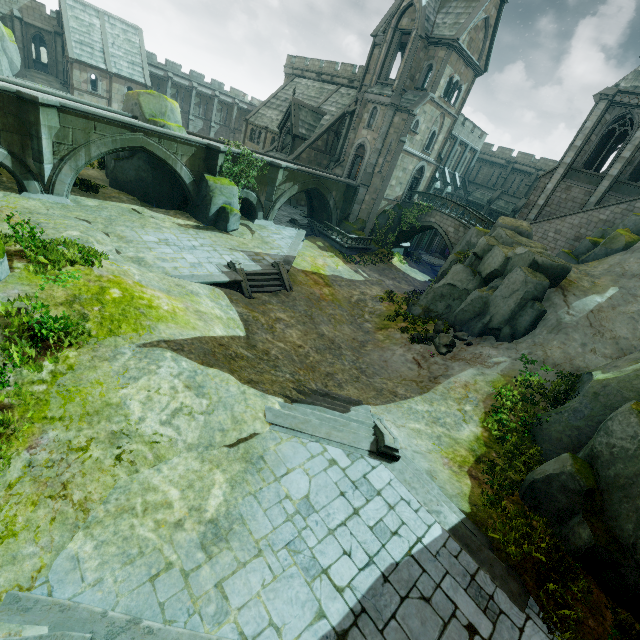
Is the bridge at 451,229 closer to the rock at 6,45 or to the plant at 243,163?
the plant at 243,163

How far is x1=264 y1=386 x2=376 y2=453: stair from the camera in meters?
9.6

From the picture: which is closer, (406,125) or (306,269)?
(306,269)

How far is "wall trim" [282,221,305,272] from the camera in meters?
21.1 m

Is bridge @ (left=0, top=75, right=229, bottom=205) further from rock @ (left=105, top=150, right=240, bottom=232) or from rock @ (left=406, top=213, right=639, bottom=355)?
rock @ (left=406, top=213, right=639, bottom=355)

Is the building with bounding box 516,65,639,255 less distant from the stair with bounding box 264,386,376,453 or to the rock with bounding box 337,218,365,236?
the rock with bounding box 337,218,365,236

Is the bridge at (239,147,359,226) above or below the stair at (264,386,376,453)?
above

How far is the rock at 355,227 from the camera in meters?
32.7 m
